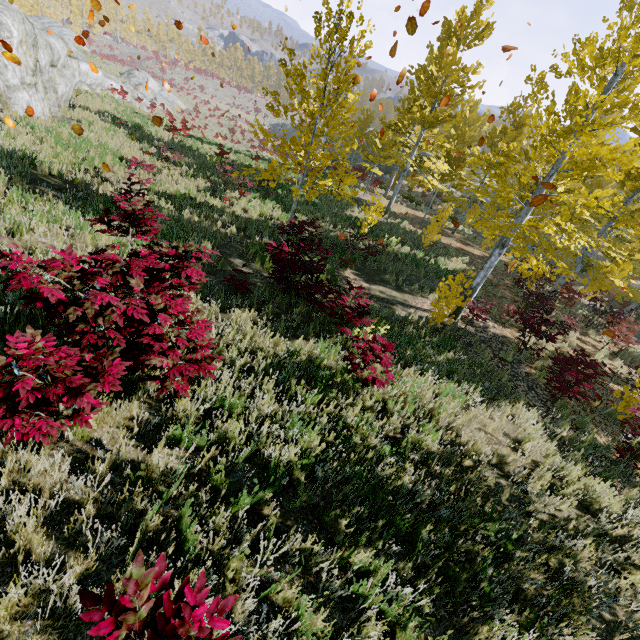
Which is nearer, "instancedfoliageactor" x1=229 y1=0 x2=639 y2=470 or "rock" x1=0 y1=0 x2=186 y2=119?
"instancedfoliageactor" x1=229 y1=0 x2=639 y2=470

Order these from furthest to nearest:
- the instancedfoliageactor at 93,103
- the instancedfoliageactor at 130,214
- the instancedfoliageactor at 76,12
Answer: the instancedfoliageactor at 76,12
the instancedfoliageactor at 93,103
the instancedfoliageactor at 130,214

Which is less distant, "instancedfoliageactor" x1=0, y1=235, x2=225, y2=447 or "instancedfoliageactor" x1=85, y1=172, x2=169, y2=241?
"instancedfoliageactor" x1=0, y1=235, x2=225, y2=447

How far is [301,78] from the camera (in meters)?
7.10

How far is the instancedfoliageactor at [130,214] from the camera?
3.8m

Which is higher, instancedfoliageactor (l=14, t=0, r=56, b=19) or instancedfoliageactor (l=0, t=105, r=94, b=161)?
instancedfoliageactor (l=14, t=0, r=56, b=19)
